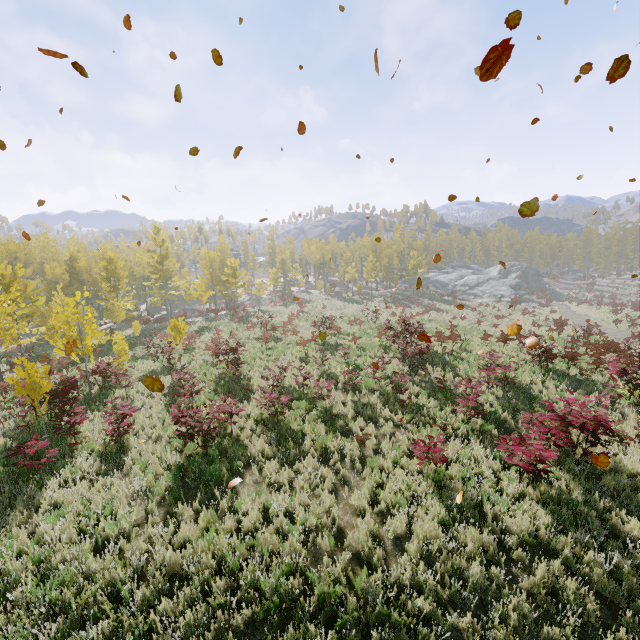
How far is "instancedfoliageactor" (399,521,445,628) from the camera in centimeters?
506cm

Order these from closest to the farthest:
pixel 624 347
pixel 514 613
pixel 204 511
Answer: pixel 514 613 → pixel 204 511 → pixel 624 347

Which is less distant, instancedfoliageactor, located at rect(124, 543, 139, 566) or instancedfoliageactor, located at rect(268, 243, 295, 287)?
instancedfoliageactor, located at rect(124, 543, 139, 566)

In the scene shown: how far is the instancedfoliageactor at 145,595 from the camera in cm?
532

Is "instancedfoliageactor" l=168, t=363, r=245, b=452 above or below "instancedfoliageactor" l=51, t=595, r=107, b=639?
above

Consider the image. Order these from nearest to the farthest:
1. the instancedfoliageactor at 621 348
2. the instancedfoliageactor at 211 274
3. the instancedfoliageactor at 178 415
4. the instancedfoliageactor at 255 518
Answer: the instancedfoliageactor at 255 518 → the instancedfoliageactor at 178 415 → the instancedfoliageactor at 211 274 → the instancedfoliageactor at 621 348

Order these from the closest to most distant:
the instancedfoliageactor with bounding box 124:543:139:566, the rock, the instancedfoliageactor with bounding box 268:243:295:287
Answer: A:
the instancedfoliageactor with bounding box 124:543:139:566
the rock
the instancedfoliageactor with bounding box 268:243:295:287
